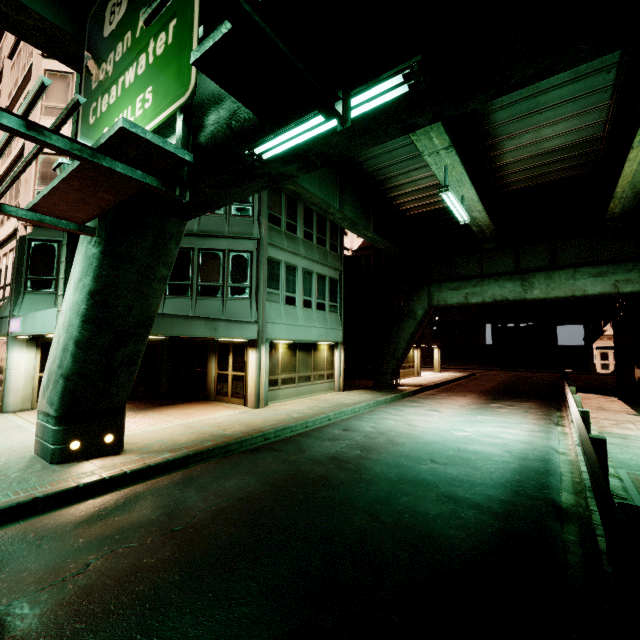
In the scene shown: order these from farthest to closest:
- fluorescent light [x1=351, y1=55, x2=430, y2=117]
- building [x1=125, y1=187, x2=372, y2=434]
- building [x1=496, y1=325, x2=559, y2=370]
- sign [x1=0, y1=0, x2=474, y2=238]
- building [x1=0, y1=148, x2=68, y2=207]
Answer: building [x1=496, y1=325, x2=559, y2=370] < building [x1=125, y1=187, x2=372, y2=434] < building [x1=0, y1=148, x2=68, y2=207] < fluorescent light [x1=351, y1=55, x2=430, y2=117] < sign [x1=0, y1=0, x2=474, y2=238]

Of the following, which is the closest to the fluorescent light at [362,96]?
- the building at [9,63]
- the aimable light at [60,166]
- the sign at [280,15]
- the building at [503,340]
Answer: the sign at [280,15]

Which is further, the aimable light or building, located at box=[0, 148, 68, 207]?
building, located at box=[0, 148, 68, 207]

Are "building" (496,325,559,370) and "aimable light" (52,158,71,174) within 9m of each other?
no

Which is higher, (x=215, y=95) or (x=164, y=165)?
(x=215, y=95)

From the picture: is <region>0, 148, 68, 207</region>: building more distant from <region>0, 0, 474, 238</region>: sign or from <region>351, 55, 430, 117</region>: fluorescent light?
<region>351, 55, 430, 117</region>: fluorescent light

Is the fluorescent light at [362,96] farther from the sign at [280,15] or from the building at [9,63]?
the building at [9,63]
